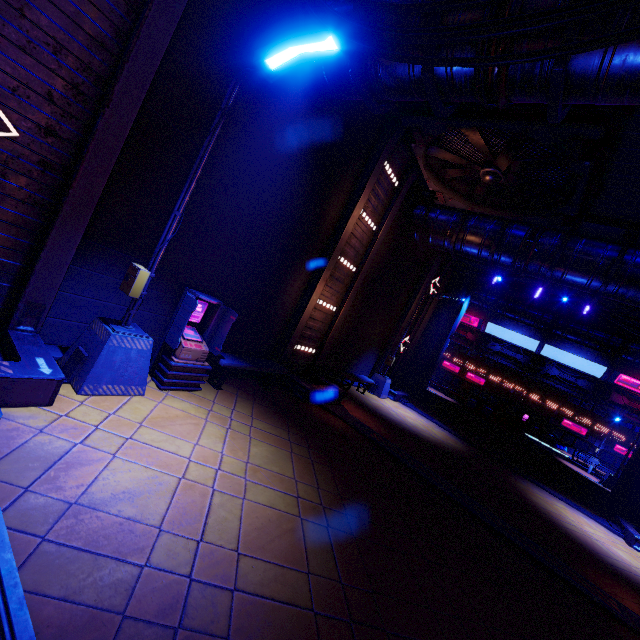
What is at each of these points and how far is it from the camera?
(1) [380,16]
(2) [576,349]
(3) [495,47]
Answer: (1) walkway, 5.7 meters
(2) walkway, 27.4 meters
(3) walkway, 4.8 meters

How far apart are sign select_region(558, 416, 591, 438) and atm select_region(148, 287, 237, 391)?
45.60m

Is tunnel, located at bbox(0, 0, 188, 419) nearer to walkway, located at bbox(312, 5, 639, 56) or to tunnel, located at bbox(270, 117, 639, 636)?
walkway, located at bbox(312, 5, 639, 56)

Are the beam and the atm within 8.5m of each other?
yes

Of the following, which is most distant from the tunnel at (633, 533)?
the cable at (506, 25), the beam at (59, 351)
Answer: the cable at (506, 25)

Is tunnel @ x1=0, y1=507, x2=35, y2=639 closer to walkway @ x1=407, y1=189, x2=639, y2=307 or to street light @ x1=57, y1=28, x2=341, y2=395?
street light @ x1=57, y1=28, x2=341, y2=395

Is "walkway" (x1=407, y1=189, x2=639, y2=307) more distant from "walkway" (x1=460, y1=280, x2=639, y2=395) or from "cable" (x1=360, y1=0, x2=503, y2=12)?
"walkway" (x1=460, y1=280, x2=639, y2=395)

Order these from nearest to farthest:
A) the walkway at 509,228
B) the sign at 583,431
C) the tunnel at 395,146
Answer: the tunnel at 395,146
the walkway at 509,228
the sign at 583,431
